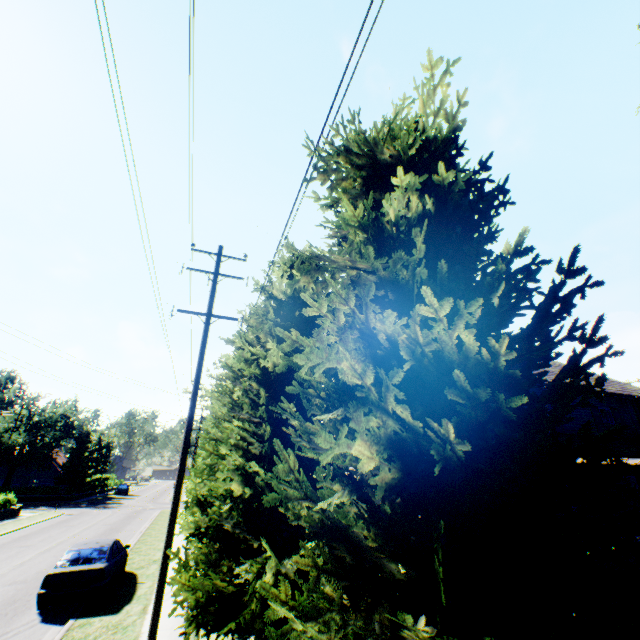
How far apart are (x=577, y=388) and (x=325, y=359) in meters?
2.0

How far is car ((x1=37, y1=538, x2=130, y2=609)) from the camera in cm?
1002

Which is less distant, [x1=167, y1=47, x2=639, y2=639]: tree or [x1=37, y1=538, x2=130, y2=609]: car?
[x1=167, y1=47, x2=639, y2=639]: tree

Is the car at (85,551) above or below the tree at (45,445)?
below

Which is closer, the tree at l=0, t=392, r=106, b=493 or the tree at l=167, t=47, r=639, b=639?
the tree at l=167, t=47, r=639, b=639

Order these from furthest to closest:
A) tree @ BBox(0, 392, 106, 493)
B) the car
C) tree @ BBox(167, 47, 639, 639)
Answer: tree @ BBox(0, 392, 106, 493) < the car < tree @ BBox(167, 47, 639, 639)

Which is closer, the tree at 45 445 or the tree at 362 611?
the tree at 362 611
